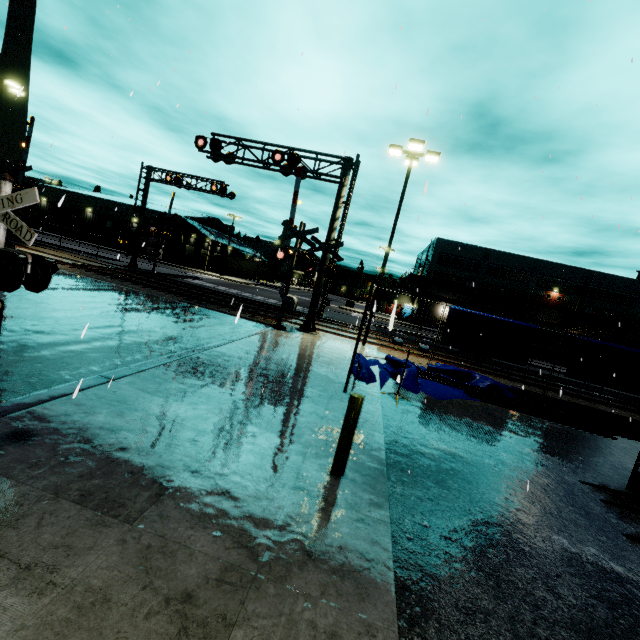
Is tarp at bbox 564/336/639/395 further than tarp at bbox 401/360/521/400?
Yes

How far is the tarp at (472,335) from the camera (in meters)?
14.72

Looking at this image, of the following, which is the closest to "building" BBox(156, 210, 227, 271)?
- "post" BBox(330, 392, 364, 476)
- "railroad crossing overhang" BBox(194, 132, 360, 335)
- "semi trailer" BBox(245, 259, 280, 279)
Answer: "semi trailer" BBox(245, 259, 280, 279)

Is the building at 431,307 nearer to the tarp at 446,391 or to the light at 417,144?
the tarp at 446,391

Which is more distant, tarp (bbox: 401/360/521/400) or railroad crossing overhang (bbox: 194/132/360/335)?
railroad crossing overhang (bbox: 194/132/360/335)

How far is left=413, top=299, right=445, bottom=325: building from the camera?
55.5 meters

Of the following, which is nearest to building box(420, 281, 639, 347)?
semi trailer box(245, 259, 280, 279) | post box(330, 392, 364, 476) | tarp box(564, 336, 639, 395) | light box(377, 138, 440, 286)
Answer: semi trailer box(245, 259, 280, 279)

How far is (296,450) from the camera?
4.96m
